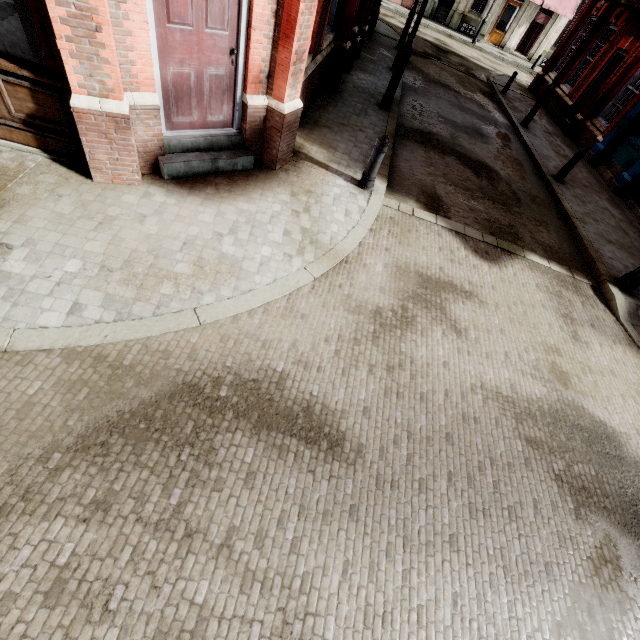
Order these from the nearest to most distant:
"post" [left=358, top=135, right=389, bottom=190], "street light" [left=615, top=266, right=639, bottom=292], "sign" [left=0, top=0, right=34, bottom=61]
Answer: "sign" [left=0, top=0, right=34, bottom=61], "post" [left=358, top=135, right=389, bottom=190], "street light" [left=615, top=266, right=639, bottom=292]

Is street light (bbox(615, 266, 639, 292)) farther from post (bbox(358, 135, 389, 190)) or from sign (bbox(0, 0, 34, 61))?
sign (bbox(0, 0, 34, 61))

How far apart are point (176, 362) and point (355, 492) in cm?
222

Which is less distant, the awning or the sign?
the sign

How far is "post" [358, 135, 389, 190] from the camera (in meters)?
5.54

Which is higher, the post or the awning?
the awning

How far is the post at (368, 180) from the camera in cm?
554

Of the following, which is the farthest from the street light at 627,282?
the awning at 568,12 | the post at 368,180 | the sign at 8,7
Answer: the awning at 568,12
